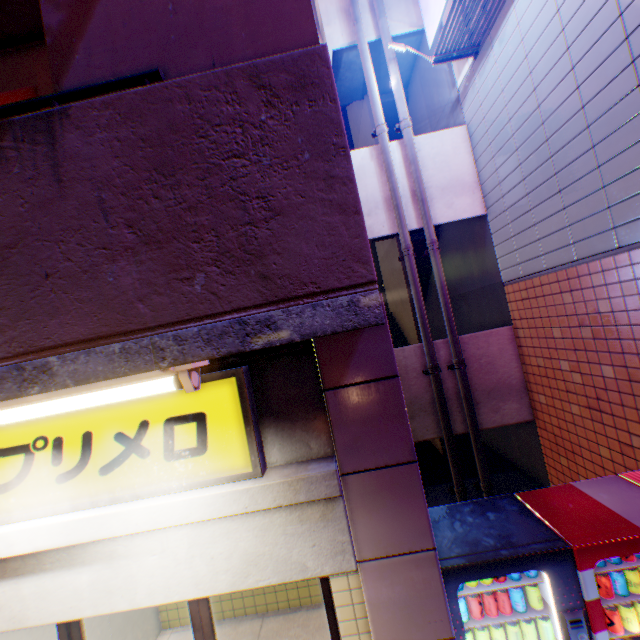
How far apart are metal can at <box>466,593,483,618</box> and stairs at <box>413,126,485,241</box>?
6.1m

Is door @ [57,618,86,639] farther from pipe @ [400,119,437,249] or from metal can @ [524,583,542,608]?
pipe @ [400,119,437,249]

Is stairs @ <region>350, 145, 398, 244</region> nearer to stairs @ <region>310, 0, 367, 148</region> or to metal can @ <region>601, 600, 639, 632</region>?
stairs @ <region>310, 0, 367, 148</region>

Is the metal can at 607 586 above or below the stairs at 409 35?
below

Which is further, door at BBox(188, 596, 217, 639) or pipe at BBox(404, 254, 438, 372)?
pipe at BBox(404, 254, 438, 372)

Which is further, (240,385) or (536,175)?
(536,175)

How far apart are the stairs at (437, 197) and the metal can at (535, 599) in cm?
610

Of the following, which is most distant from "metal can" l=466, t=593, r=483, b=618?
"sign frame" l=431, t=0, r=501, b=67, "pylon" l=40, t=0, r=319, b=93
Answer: "sign frame" l=431, t=0, r=501, b=67
